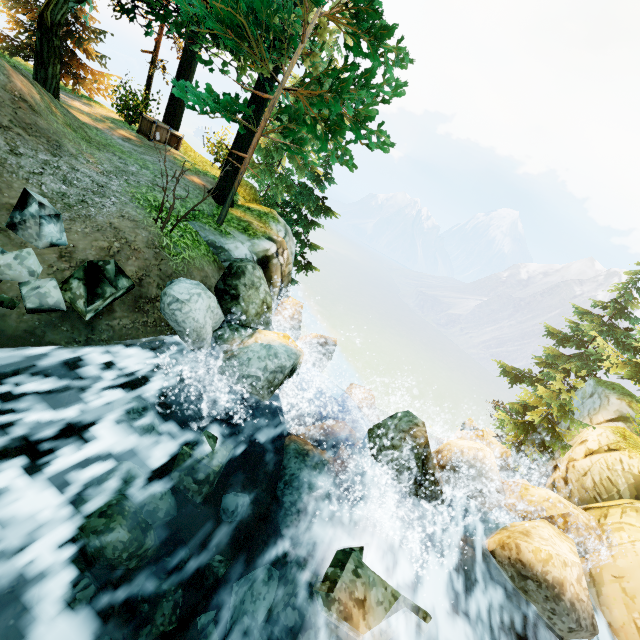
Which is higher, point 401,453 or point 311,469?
point 401,453

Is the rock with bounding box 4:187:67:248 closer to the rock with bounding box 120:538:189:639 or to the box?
the rock with bounding box 120:538:189:639

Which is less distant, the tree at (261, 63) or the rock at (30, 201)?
the rock at (30, 201)

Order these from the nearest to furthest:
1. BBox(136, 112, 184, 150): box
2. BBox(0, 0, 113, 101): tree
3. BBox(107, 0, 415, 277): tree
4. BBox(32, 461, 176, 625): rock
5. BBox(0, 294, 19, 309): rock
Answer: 1. BBox(32, 461, 176, 625): rock
2. BBox(0, 294, 19, 309): rock
3. BBox(107, 0, 415, 277): tree
4. BBox(0, 0, 113, 101): tree
5. BBox(136, 112, 184, 150): box

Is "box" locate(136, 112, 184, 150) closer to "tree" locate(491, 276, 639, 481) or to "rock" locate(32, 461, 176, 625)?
"tree" locate(491, 276, 639, 481)

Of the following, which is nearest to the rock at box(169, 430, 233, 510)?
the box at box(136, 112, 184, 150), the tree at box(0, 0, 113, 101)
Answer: the tree at box(0, 0, 113, 101)

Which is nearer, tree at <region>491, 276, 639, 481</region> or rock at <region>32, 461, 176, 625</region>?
rock at <region>32, 461, 176, 625</region>

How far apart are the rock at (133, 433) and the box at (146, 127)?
12.0 meters
